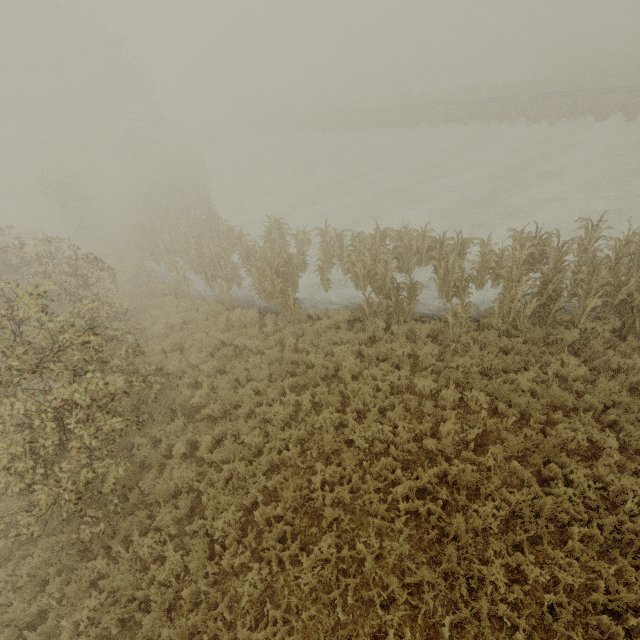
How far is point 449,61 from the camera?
56.69m
